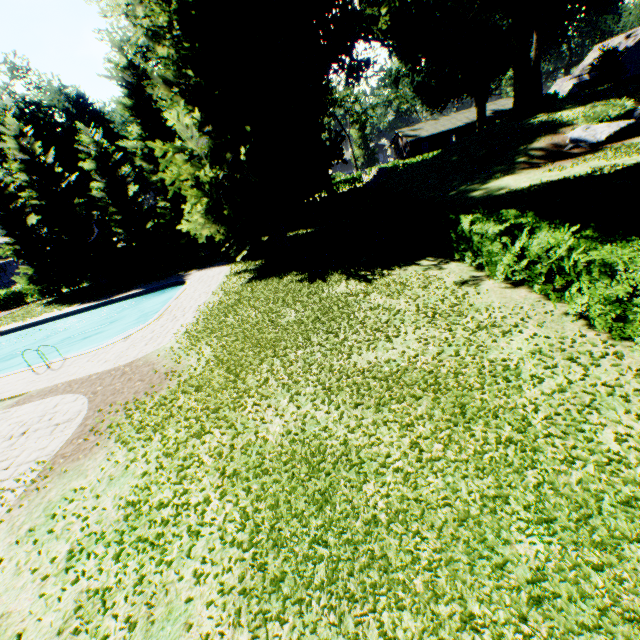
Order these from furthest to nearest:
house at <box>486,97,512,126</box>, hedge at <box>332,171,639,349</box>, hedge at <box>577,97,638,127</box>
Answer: house at <box>486,97,512,126</box>
hedge at <box>577,97,638,127</box>
hedge at <box>332,171,639,349</box>

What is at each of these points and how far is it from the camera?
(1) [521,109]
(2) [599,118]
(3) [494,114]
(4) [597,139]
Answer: Result:
(1) hedge, 30.1m
(2) hedge, 21.7m
(3) house, 54.8m
(4) rock, 20.6m

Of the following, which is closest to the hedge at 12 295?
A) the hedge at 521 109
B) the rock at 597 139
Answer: the rock at 597 139

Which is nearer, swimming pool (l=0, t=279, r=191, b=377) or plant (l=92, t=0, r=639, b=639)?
plant (l=92, t=0, r=639, b=639)

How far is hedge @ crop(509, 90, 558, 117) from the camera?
29.0 meters

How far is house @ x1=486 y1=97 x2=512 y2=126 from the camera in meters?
54.8

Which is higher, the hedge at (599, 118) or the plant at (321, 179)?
the plant at (321, 179)

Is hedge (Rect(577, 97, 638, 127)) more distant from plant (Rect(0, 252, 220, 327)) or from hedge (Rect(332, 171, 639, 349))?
hedge (Rect(332, 171, 639, 349))
